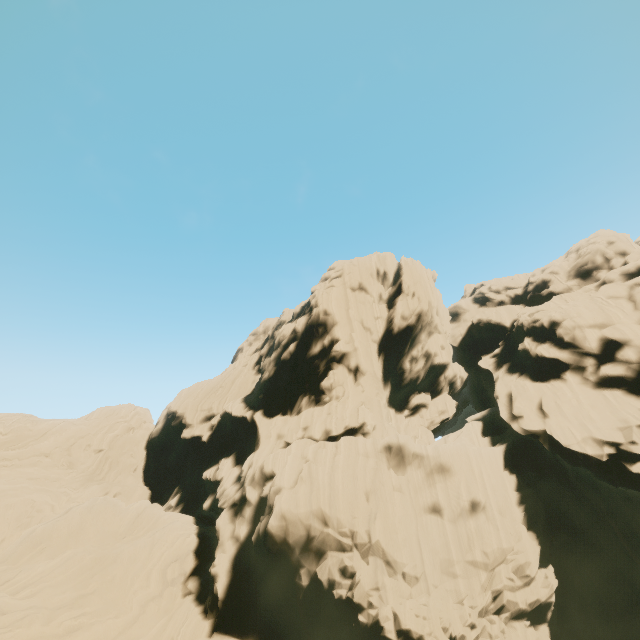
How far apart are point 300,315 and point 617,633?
31.6m
